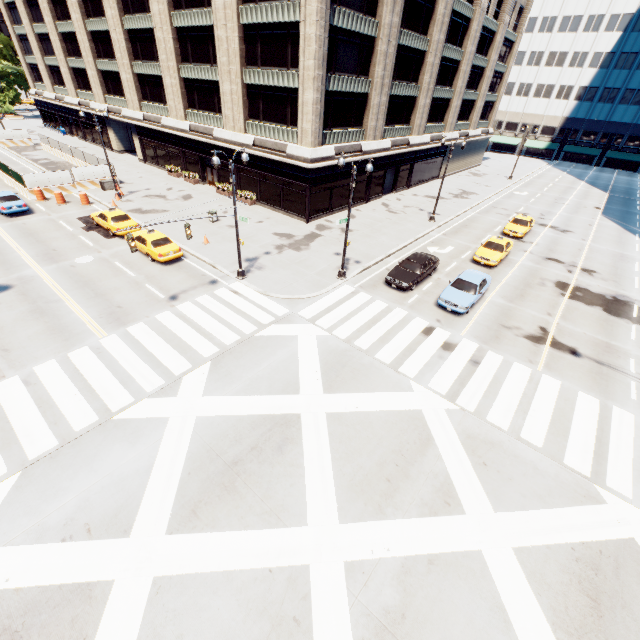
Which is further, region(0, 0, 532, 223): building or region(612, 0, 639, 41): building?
region(612, 0, 639, 41): building

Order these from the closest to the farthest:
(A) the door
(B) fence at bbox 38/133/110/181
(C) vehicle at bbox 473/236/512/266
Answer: (C) vehicle at bbox 473/236/512/266
(B) fence at bbox 38/133/110/181
(A) the door

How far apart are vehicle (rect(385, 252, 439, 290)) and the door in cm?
2448

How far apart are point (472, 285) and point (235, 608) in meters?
18.8 m

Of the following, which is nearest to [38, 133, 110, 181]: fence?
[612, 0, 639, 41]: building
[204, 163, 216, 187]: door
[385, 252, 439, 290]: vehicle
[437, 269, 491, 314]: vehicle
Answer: [204, 163, 216, 187]: door

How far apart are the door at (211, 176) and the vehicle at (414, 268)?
24.5 meters

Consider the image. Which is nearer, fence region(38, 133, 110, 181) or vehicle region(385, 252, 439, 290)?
vehicle region(385, 252, 439, 290)

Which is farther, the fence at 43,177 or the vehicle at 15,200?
the fence at 43,177
